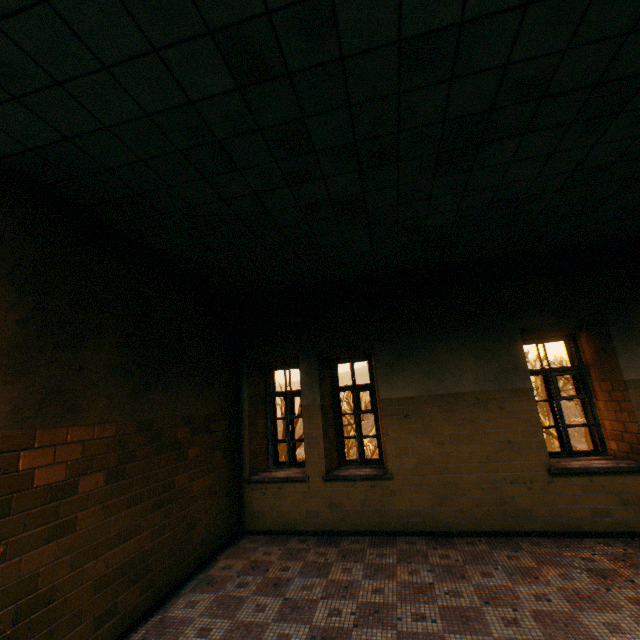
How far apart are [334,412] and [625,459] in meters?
4.4 m

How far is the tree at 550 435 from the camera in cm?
1819

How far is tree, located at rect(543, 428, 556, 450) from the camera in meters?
18.2 m
